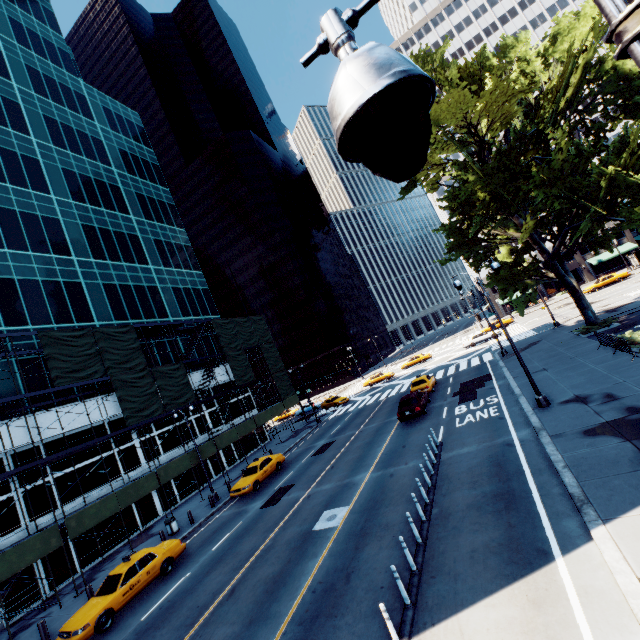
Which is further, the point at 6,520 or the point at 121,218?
the point at 121,218

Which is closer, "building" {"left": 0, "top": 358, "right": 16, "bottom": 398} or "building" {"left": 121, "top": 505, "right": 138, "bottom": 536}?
"building" {"left": 0, "top": 358, "right": 16, "bottom": 398}

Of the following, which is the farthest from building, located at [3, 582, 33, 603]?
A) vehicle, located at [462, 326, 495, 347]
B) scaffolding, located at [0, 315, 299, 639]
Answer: vehicle, located at [462, 326, 495, 347]

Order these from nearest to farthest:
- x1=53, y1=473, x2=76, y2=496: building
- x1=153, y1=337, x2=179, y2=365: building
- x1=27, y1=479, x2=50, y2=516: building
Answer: x1=27, y1=479, x2=50, y2=516: building
x1=53, y1=473, x2=76, y2=496: building
x1=153, y1=337, x2=179, y2=365: building

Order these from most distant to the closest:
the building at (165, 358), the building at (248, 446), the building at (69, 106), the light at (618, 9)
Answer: the building at (248, 446) → the building at (165, 358) → the building at (69, 106) → the light at (618, 9)

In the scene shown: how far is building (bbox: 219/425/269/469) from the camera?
34.3 meters

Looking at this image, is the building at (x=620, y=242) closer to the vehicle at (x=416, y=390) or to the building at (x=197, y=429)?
the vehicle at (x=416, y=390)
